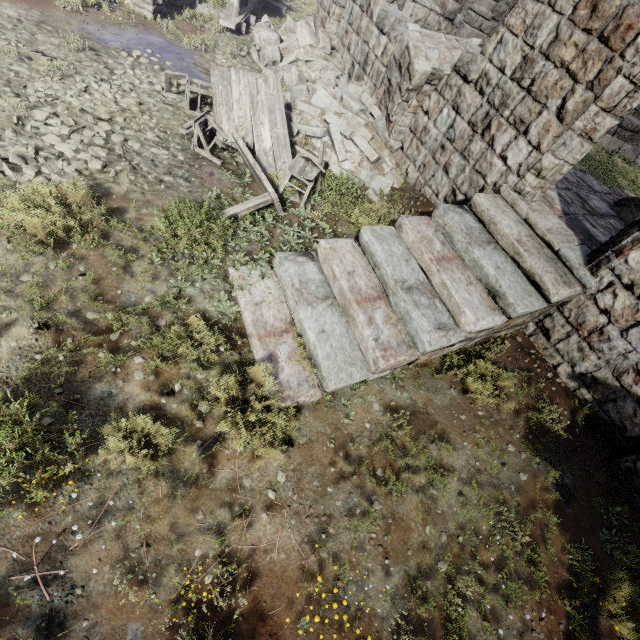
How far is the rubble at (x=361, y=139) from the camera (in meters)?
7.86

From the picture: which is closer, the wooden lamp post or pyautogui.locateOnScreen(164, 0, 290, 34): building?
the wooden lamp post

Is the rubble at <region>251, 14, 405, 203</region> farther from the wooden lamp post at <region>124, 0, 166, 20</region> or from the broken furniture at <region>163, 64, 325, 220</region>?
the wooden lamp post at <region>124, 0, 166, 20</region>

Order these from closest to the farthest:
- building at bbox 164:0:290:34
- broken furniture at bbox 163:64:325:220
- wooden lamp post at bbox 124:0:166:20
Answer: broken furniture at bbox 163:64:325:220, wooden lamp post at bbox 124:0:166:20, building at bbox 164:0:290:34

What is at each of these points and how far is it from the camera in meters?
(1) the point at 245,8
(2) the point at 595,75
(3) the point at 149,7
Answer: (1) building, 10.9
(2) building, 4.9
(3) wooden lamp post, 8.6

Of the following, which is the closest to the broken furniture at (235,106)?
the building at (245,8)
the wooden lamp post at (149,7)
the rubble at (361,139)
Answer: the rubble at (361,139)

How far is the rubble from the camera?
7.9m

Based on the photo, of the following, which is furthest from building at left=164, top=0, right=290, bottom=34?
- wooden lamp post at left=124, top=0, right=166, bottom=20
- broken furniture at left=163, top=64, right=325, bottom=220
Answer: broken furniture at left=163, top=64, right=325, bottom=220
